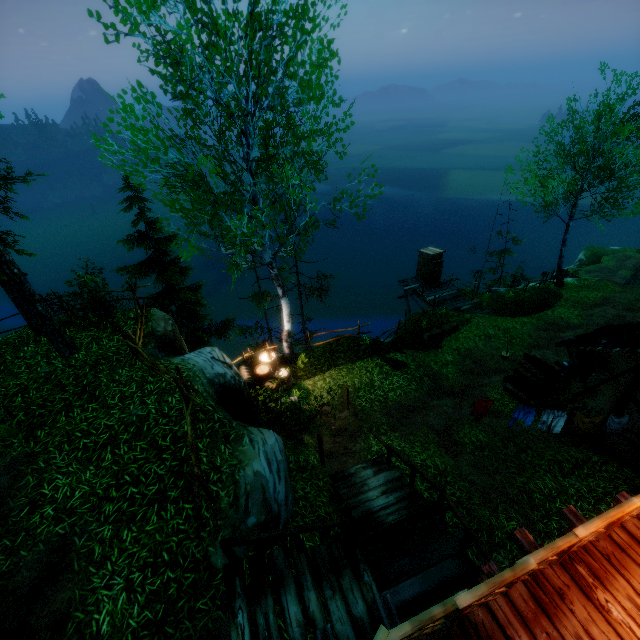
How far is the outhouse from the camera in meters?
22.0 m

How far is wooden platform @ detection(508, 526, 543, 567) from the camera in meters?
4.5

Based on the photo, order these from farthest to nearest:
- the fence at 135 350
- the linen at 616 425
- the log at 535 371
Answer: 1. the log at 535 371
2. the linen at 616 425
3. the fence at 135 350

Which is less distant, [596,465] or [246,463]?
[246,463]

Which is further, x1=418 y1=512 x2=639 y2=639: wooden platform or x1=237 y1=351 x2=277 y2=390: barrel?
x1=237 y1=351 x2=277 y2=390: barrel

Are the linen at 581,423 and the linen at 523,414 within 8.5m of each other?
yes

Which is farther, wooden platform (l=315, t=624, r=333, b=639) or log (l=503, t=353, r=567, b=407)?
log (l=503, t=353, r=567, b=407)

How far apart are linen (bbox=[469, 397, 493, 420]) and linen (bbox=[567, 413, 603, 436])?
2.27m
